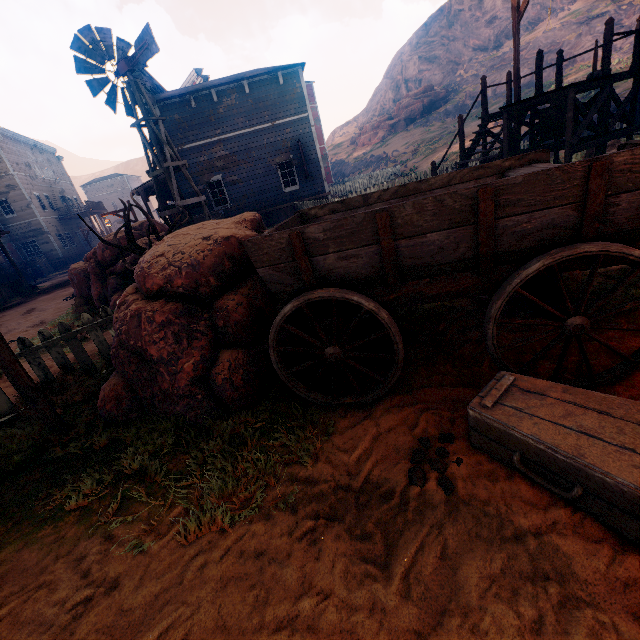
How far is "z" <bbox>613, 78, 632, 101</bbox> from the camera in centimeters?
2013cm

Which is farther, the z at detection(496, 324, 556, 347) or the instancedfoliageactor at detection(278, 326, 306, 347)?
the instancedfoliageactor at detection(278, 326, 306, 347)

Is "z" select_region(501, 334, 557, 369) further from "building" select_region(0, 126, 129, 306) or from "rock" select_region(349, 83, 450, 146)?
"rock" select_region(349, 83, 450, 146)

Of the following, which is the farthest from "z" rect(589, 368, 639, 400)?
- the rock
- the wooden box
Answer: the rock

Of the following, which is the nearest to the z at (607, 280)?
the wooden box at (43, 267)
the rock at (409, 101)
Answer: the wooden box at (43, 267)

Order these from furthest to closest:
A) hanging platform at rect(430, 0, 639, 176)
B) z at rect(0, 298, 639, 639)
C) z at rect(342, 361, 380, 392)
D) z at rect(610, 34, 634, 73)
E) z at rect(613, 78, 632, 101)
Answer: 1. z at rect(610, 34, 634, 73)
2. z at rect(613, 78, 632, 101)
3. hanging platform at rect(430, 0, 639, 176)
4. z at rect(342, 361, 380, 392)
5. z at rect(0, 298, 639, 639)

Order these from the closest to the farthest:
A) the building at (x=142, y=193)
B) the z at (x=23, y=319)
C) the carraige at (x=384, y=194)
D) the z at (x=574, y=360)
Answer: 1. the carraige at (x=384, y=194)
2. the z at (x=574, y=360)
3. the z at (x=23, y=319)
4. the building at (x=142, y=193)

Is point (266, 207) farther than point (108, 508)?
Yes
